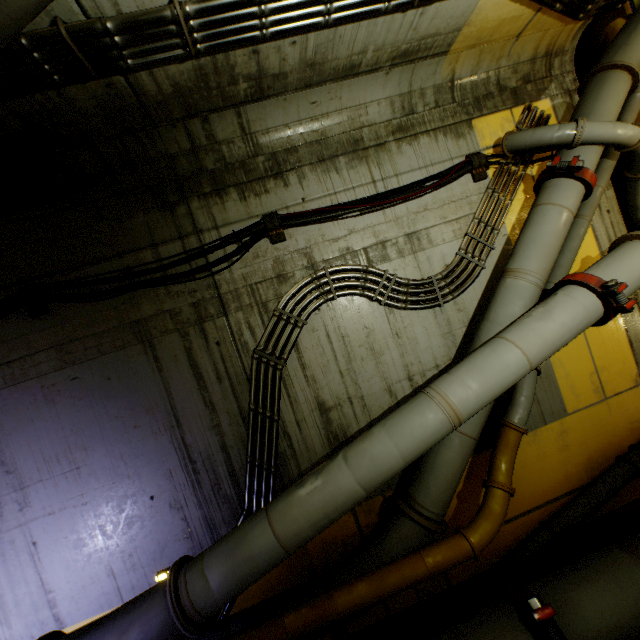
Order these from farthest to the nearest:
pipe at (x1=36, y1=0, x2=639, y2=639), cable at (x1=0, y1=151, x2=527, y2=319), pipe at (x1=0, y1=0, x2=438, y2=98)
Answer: cable at (x1=0, y1=151, x2=527, y2=319) → pipe at (x1=36, y1=0, x2=639, y2=639) → pipe at (x1=0, y1=0, x2=438, y2=98)

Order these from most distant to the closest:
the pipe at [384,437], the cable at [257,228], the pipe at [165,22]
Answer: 1. the cable at [257,228]
2. the pipe at [384,437]
3. the pipe at [165,22]

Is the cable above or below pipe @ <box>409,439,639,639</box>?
above

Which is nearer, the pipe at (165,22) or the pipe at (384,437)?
the pipe at (165,22)

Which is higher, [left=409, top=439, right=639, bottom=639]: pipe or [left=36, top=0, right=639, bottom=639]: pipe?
[left=36, top=0, right=639, bottom=639]: pipe

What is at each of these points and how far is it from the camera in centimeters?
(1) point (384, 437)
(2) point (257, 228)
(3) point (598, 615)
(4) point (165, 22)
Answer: (1) pipe, 316cm
(2) cable, 411cm
(3) pipe, 331cm
(4) pipe, 248cm

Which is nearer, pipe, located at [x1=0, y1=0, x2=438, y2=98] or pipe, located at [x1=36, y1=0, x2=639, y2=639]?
pipe, located at [x1=0, y1=0, x2=438, y2=98]
